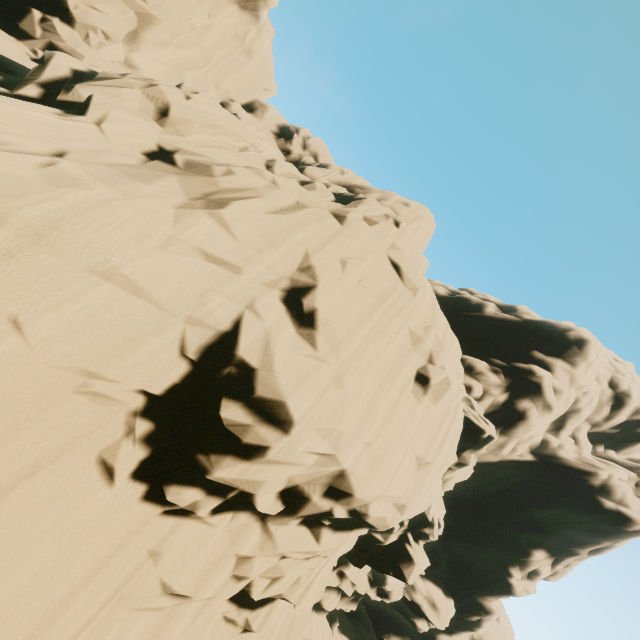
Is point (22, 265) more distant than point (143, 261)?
No
